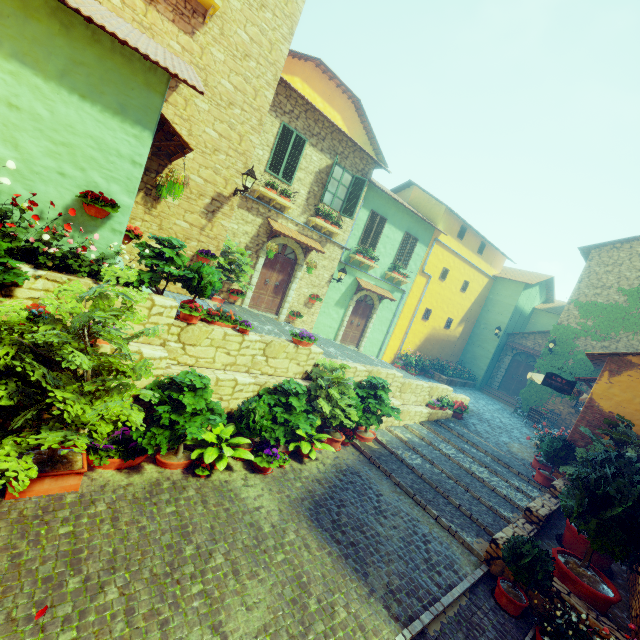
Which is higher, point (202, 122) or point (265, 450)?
point (202, 122)

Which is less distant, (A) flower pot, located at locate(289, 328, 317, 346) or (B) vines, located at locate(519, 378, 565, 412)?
(A) flower pot, located at locate(289, 328, 317, 346)

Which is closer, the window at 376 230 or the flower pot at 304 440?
the flower pot at 304 440

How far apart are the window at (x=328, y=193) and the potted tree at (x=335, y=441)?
7.9m

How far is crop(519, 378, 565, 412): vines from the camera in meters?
17.3 m

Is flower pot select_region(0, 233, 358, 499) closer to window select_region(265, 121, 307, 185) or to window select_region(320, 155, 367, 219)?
window select_region(265, 121, 307, 185)

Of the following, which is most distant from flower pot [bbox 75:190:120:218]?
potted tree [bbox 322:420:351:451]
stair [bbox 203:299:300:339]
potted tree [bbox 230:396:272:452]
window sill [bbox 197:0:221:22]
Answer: potted tree [bbox 322:420:351:451]

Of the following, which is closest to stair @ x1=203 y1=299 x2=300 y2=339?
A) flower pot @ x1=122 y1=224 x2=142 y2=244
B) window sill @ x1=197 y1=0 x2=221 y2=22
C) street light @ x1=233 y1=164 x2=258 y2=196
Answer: flower pot @ x1=122 y1=224 x2=142 y2=244
